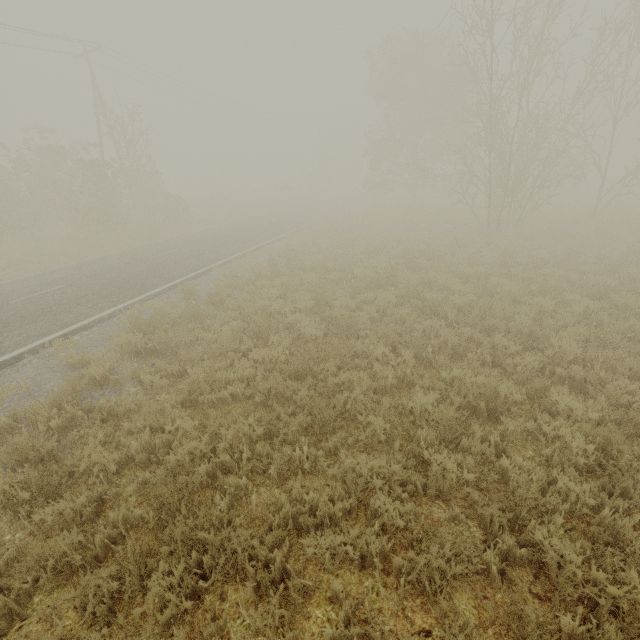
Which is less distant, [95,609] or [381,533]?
[95,609]
